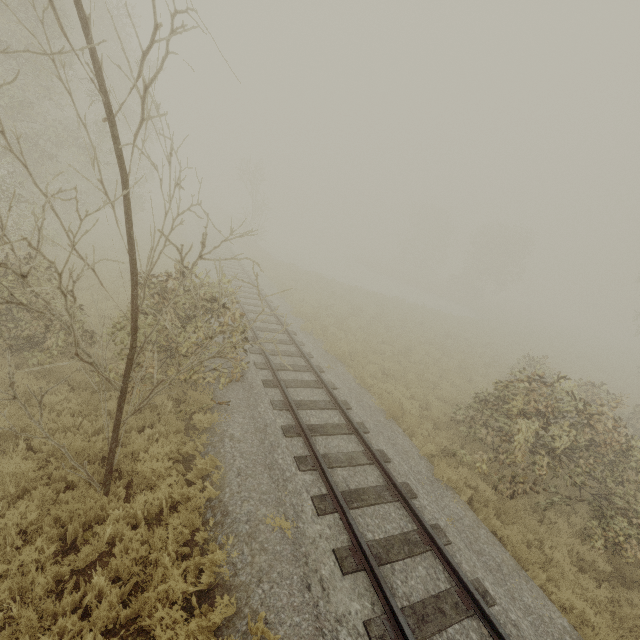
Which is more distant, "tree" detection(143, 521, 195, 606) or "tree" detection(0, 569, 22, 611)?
"tree" detection(143, 521, 195, 606)

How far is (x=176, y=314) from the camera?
7.8 meters

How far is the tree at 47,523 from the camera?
4.5 meters

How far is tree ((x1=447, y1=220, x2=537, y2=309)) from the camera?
41.2m

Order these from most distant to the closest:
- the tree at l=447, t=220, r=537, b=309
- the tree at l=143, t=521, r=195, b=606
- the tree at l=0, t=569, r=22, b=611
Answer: the tree at l=447, t=220, r=537, b=309 → the tree at l=143, t=521, r=195, b=606 → the tree at l=0, t=569, r=22, b=611

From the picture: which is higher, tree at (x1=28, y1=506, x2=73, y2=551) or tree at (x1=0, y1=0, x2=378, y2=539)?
tree at (x1=0, y1=0, x2=378, y2=539)

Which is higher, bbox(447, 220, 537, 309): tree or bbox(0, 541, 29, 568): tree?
bbox(447, 220, 537, 309): tree
